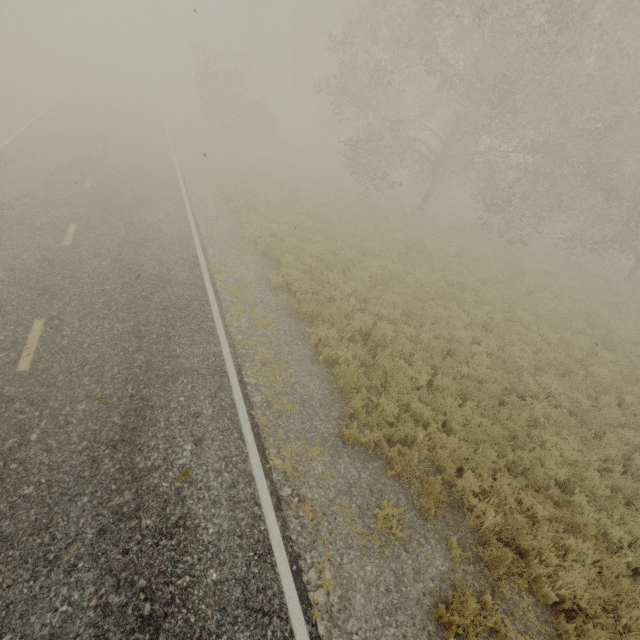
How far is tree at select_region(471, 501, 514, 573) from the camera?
5.0m

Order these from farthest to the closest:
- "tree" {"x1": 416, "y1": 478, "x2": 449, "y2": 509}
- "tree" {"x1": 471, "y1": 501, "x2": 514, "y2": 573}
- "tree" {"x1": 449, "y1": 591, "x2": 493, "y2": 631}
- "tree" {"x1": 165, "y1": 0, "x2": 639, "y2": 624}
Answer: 1. "tree" {"x1": 165, "y1": 0, "x2": 639, "y2": 624}
2. "tree" {"x1": 416, "y1": 478, "x2": 449, "y2": 509}
3. "tree" {"x1": 471, "y1": 501, "x2": 514, "y2": 573}
4. "tree" {"x1": 449, "y1": 591, "x2": 493, "y2": 631}

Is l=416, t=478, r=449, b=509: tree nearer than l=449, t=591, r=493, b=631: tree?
No

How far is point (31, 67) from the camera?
30.5m

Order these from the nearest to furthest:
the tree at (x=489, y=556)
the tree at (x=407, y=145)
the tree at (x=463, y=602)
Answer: the tree at (x=463, y=602), the tree at (x=489, y=556), the tree at (x=407, y=145)

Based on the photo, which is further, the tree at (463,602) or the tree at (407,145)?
the tree at (407,145)
